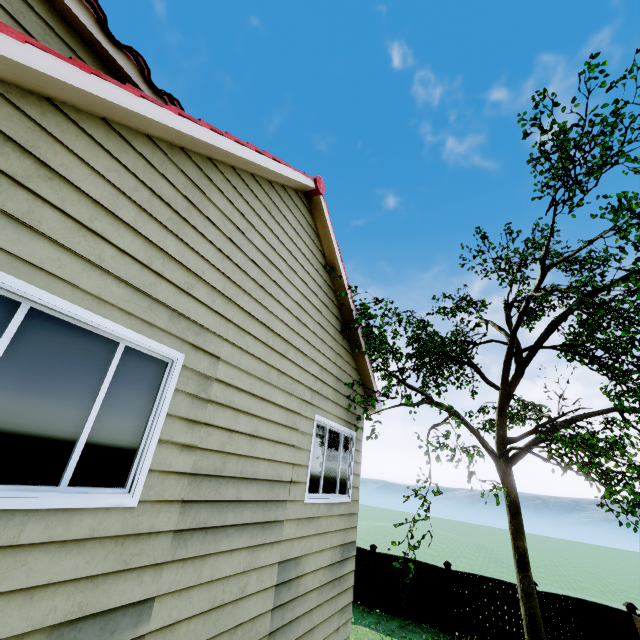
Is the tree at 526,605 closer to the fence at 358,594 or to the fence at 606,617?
the fence at 606,617

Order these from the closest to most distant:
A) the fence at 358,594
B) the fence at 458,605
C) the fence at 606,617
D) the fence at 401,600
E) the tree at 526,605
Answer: the tree at 526,605, the fence at 606,617, the fence at 458,605, the fence at 401,600, the fence at 358,594

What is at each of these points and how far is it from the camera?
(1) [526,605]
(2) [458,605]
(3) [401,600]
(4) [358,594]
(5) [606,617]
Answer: (1) tree, 8.2 meters
(2) fence, 11.4 meters
(3) fence, 12.2 meters
(4) fence, 12.9 meters
(5) fence, 9.8 meters

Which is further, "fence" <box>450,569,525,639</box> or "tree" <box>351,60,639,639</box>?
"fence" <box>450,569,525,639</box>

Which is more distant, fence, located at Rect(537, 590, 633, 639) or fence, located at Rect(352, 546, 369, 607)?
fence, located at Rect(352, 546, 369, 607)

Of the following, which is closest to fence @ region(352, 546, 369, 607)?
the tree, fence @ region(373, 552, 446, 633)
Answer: fence @ region(373, 552, 446, 633)

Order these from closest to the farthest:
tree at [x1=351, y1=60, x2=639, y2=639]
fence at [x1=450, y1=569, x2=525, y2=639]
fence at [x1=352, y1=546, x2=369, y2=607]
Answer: tree at [x1=351, y1=60, x2=639, y2=639] → fence at [x1=450, y1=569, x2=525, y2=639] → fence at [x1=352, y1=546, x2=369, y2=607]
